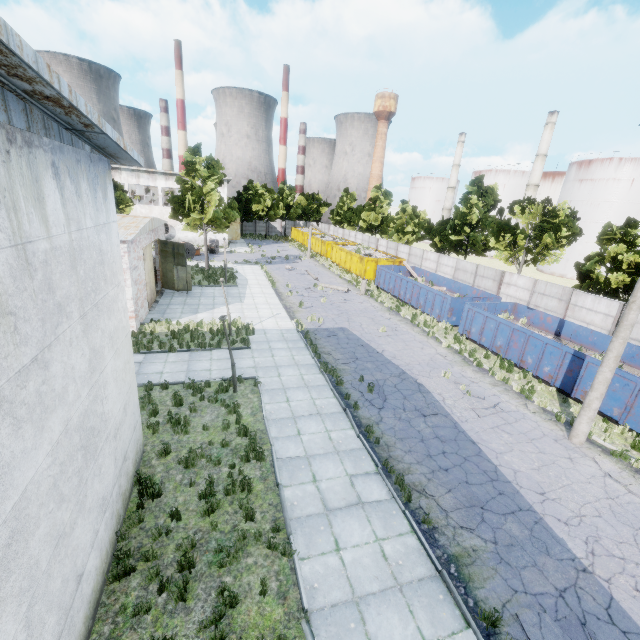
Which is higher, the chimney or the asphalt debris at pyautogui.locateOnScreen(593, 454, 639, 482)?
the chimney

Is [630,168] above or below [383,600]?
above

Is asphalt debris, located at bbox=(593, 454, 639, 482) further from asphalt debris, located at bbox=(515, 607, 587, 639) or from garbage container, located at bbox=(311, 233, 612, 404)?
garbage container, located at bbox=(311, 233, 612, 404)

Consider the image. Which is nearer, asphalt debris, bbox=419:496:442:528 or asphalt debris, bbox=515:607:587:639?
asphalt debris, bbox=515:607:587:639

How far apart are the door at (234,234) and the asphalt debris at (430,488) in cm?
5280

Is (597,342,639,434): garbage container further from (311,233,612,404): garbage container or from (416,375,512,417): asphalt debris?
(416,375,512,417): asphalt debris

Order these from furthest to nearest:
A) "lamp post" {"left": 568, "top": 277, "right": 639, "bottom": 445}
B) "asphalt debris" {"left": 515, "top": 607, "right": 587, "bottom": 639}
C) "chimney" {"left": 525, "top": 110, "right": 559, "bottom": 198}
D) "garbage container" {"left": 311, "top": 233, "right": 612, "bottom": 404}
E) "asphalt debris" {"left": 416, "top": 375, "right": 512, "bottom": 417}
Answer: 1. "chimney" {"left": 525, "top": 110, "right": 559, "bottom": 198}
2. "garbage container" {"left": 311, "top": 233, "right": 612, "bottom": 404}
3. "asphalt debris" {"left": 416, "top": 375, "right": 512, "bottom": 417}
4. "lamp post" {"left": 568, "top": 277, "right": 639, "bottom": 445}
5. "asphalt debris" {"left": 515, "top": 607, "right": 587, "bottom": 639}

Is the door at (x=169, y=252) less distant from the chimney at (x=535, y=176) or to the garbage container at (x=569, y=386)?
the garbage container at (x=569, y=386)
